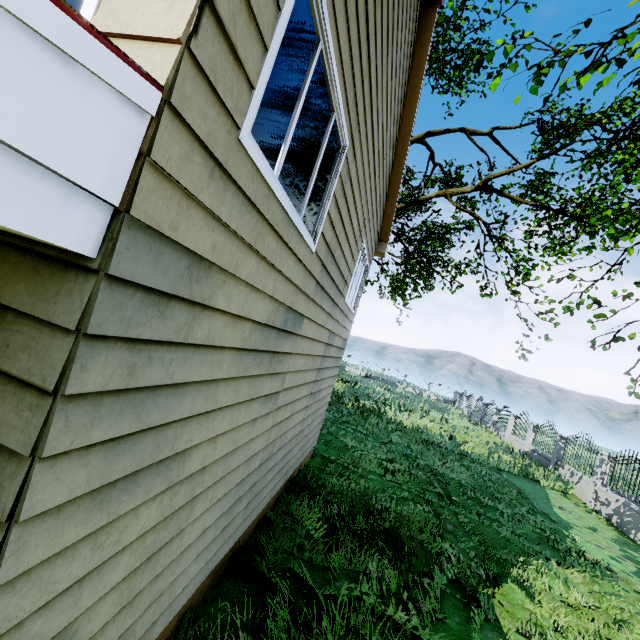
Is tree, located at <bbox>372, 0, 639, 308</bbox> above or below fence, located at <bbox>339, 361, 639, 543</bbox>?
above

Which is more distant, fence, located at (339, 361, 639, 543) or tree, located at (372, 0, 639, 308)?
fence, located at (339, 361, 639, 543)

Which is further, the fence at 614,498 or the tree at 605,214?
the fence at 614,498

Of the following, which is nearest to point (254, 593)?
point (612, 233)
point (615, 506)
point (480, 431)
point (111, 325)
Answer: point (111, 325)

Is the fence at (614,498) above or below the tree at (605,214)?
below
